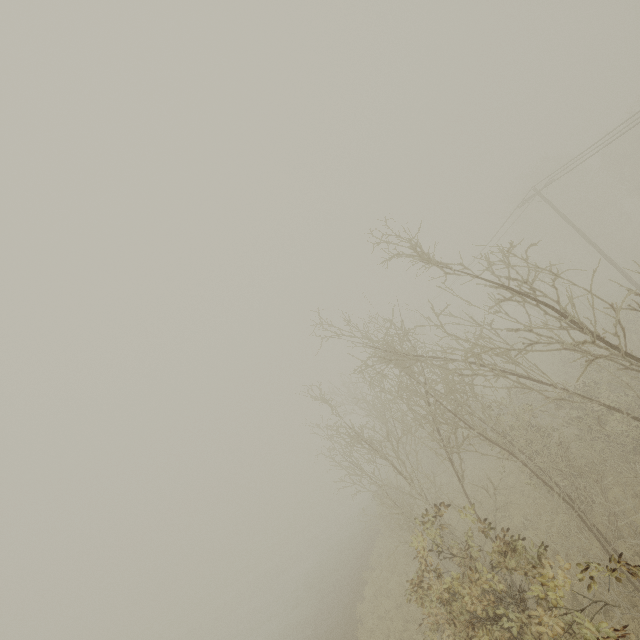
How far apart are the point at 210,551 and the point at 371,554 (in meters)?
42.27
